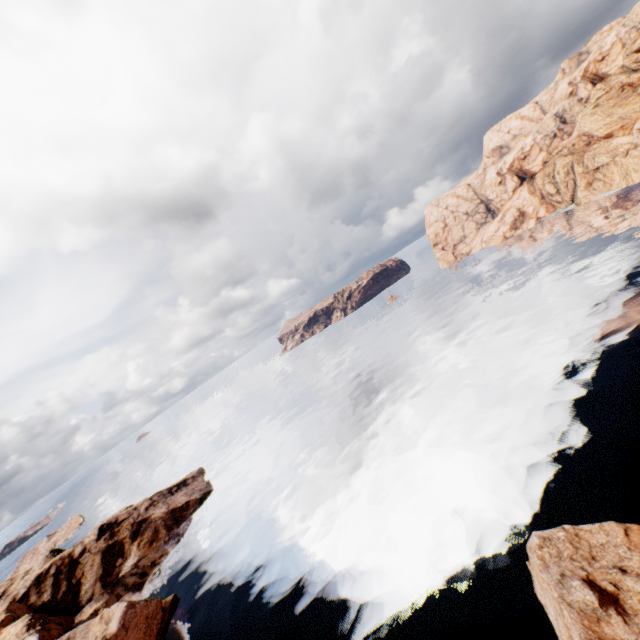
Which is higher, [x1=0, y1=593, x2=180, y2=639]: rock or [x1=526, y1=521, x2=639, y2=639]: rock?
[x1=0, y1=593, x2=180, y2=639]: rock

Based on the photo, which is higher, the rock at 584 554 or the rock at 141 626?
the rock at 141 626

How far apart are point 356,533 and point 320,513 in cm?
825

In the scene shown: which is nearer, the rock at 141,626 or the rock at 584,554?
the rock at 584,554

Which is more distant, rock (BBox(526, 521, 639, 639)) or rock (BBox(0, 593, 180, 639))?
rock (BBox(0, 593, 180, 639))
